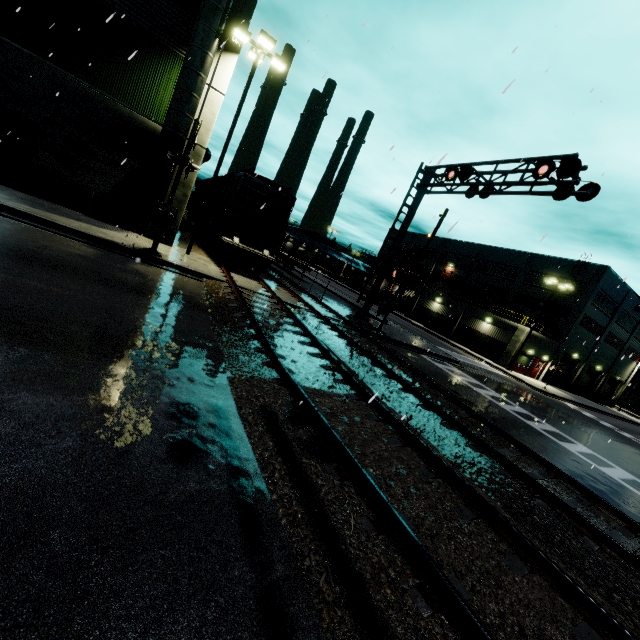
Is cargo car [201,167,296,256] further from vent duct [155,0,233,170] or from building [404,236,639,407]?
building [404,236,639,407]

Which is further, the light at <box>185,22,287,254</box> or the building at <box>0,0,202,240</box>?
the light at <box>185,22,287,254</box>

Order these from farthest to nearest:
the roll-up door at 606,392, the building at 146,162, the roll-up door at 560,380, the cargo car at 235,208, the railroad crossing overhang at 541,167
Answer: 1. the roll-up door at 606,392
2. the roll-up door at 560,380
3. the cargo car at 235,208
4. the building at 146,162
5. the railroad crossing overhang at 541,167

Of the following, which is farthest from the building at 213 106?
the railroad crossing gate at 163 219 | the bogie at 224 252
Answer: the railroad crossing gate at 163 219

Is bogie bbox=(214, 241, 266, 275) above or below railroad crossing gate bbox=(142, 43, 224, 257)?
below

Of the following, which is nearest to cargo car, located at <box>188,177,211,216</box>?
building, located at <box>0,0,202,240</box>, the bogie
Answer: the bogie

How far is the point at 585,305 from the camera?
36.7 meters
